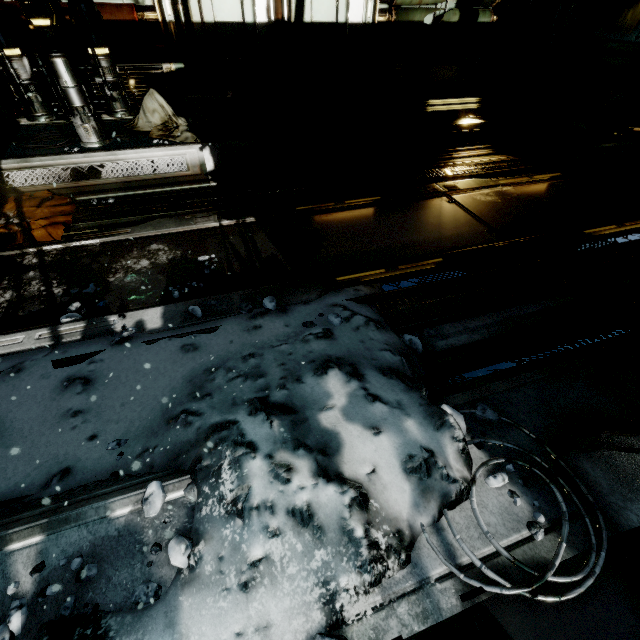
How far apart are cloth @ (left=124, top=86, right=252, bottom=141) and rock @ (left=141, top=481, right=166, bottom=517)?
5.5m

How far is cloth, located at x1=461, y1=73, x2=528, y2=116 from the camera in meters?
7.0

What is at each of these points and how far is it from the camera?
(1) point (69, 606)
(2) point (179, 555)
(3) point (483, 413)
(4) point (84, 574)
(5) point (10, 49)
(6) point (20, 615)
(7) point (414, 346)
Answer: (1) rock, 1.3 meters
(2) rock, 1.4 meters
(3) rock, 1.9 meters
(4) rock, 1.4 meters
(5) generator, 4.2 meters
(6) rock, 1.3 meters
(7) rock, 2.9 meters

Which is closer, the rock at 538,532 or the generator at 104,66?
the rock at 538,532

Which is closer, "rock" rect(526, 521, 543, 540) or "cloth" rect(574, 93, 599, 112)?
"rock" rect(526, 521, 543, 540)

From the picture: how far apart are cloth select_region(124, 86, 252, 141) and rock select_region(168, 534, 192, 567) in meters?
5.8

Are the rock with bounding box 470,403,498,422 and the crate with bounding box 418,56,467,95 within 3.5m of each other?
no

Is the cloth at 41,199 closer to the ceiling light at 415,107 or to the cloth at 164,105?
the cloth at 164,105
